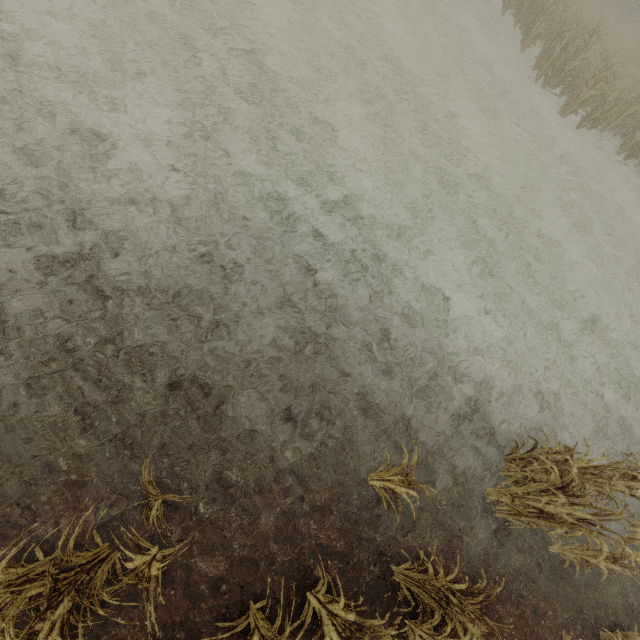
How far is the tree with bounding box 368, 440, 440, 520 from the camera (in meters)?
3.85

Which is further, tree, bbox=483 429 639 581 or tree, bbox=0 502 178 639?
tree, bbox=483 429 639 581

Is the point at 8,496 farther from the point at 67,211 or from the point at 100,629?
the point at 67,211

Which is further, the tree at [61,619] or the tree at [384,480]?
the tree at [384,480]

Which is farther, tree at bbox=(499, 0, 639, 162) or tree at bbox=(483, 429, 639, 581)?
tree at bbox=(499, 0, 639, 162)

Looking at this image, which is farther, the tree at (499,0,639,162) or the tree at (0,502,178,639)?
the tree at (499,0,639,162)

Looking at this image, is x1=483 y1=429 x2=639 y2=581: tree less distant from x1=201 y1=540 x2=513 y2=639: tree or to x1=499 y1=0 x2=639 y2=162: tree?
x1=201 y1=540 x2=513 y2=639: tree

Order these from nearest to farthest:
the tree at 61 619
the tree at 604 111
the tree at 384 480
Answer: the tree at 61 619 → the tree at 384 480 → the tree at 604 111
